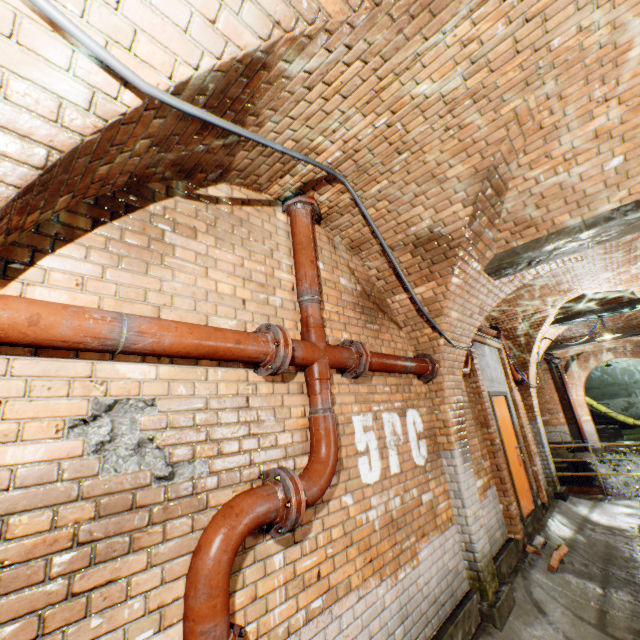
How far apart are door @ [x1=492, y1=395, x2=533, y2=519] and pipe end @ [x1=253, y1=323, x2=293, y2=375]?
5.2m

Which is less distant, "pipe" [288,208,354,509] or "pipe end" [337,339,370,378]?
"pipe" [288,208,354,509]

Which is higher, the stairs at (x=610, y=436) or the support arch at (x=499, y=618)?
the support arch at (x=499, y=618)

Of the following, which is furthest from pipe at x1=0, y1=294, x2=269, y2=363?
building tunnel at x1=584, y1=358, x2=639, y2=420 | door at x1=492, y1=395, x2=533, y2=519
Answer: building tunnel at x1=584, y1=358, x2=639, y2=420

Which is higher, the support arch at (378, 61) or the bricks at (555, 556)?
the support arch at (378, 61)

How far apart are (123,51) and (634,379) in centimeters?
2795cm

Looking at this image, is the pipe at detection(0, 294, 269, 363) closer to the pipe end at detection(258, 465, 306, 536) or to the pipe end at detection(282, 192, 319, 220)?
the pipe end at detection(258, 465, 306, 536)

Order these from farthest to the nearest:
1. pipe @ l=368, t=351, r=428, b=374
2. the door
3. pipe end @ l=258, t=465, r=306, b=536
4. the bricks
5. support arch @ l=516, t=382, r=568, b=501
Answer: support arch @ l=516, t=382, r=568, b=501 < the door < the bricks < pipe @ l=368, t=351, r=428, b=374 < pipe end @ l=258, t=465, r=306, b=536
